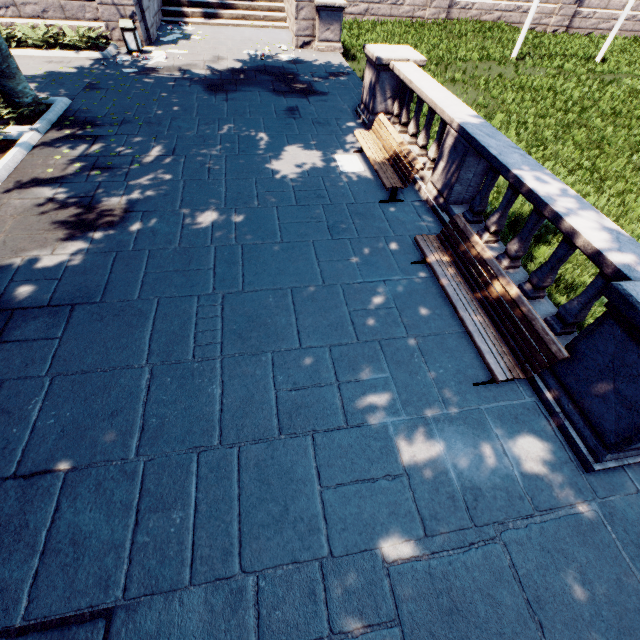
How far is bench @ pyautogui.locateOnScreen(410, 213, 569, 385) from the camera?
4.1m

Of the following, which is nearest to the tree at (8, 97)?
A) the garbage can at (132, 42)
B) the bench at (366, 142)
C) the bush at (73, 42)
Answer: the bush at (73, 42)

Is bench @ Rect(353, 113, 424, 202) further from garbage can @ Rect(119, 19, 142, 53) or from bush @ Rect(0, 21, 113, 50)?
bush @ Rect(0, 21, 113, 50)

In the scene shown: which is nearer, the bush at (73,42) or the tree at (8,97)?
the tree at (8,97)

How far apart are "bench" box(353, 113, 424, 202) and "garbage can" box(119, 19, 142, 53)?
11.5 meters

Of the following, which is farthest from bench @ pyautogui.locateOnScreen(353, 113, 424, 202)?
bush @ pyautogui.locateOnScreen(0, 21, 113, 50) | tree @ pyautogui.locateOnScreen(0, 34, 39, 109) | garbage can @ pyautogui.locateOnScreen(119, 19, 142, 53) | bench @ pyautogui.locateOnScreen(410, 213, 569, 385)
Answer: bush @ pyautogui.locateOnScreen(0, 21, 113, 50)

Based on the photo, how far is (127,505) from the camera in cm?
331

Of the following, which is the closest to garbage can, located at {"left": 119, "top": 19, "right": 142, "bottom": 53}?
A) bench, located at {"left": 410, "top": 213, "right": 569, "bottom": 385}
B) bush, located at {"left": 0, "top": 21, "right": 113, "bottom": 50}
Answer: bush, located at {"left": 0, "top": 21, "right": 113, "bottom": 50}
